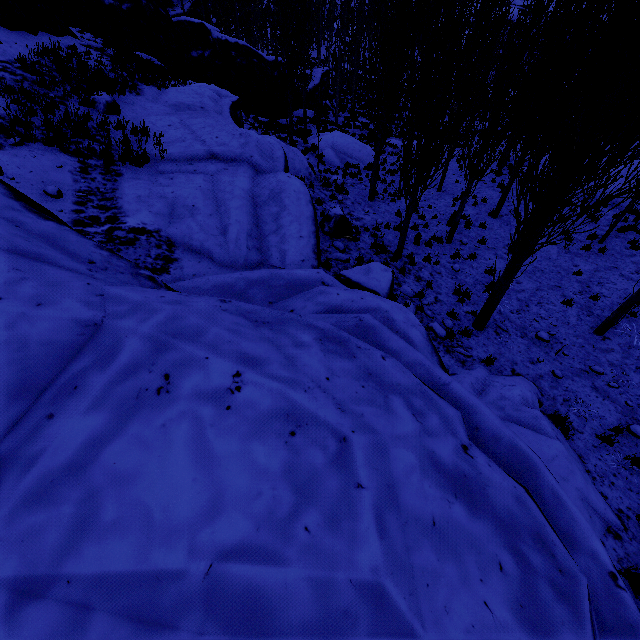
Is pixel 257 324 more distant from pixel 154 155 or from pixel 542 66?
pixel 542 66

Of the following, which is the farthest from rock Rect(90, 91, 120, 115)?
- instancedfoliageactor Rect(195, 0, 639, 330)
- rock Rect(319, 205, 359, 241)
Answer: instancedfoliageactor Rect(195, 0, 639, 330)

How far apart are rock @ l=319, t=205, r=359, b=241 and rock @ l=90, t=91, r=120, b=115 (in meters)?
7.36

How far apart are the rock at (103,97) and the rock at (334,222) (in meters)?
7.36

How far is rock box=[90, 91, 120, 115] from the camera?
10.0 meters

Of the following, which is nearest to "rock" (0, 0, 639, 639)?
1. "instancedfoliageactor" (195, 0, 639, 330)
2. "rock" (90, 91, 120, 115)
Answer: "instancedfoliageactor" (195, 0, 639, 330)

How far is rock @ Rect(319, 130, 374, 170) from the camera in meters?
Result: 20.6

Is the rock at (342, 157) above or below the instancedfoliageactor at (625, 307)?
below
